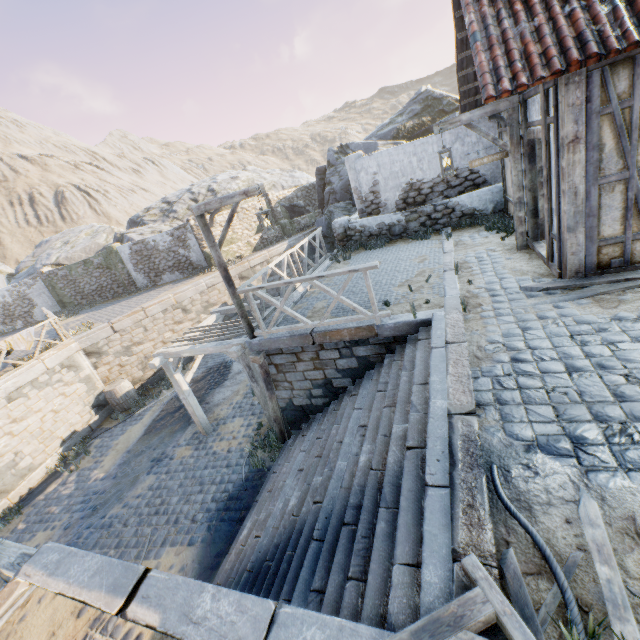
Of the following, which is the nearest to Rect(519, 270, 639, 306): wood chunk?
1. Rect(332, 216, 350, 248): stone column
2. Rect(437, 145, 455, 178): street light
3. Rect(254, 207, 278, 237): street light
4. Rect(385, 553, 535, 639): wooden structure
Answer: Rect(437, 145, 455, 178): street light

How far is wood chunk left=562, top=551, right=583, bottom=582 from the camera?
1.99m

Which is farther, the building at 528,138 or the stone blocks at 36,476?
the stone blocks at 36,476

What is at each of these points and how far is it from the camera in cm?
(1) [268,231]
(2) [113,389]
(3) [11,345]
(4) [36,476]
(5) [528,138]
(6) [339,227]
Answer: (1) street light, 697
(2) barrel, 1306
(3) fabric, 1091
(4) stone blocks, 1068
(5) building, 605
(6) stone column, 1252

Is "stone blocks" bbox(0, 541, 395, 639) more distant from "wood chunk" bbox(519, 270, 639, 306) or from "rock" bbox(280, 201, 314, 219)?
"wood chunk" bbox(519, 270, 639, 306)

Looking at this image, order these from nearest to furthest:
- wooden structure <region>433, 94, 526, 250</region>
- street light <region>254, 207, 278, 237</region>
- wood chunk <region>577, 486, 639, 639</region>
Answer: wood chunk <region>577, 486, 639, 639</region>
wooden structure <region>433, 94, 526, 250</region>
street light <region>254, 207, 278, 237</region>

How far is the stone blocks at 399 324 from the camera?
2.2m

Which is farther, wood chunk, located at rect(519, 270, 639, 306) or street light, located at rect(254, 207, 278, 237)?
street light, located at rect(254, 207, 278, 237)
